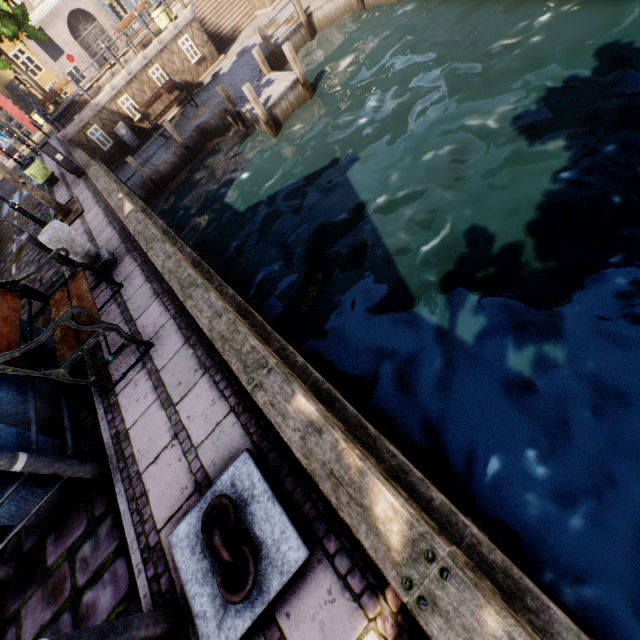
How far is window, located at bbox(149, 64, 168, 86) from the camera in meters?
14.9 m

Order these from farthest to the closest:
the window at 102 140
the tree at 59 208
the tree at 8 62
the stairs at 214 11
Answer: the stairs at 214 11 < the tree at 8 62 < the window at 102 140 < the tree at 59 208

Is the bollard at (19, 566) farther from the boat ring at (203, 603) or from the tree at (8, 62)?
the tree at (8, 62)

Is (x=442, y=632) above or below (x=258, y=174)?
above

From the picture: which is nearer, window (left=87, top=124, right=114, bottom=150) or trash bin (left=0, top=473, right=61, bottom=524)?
trash bin (left=0, top=473, right=61, bottom=524)

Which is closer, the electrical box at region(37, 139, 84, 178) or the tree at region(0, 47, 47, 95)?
the electrical box at region(37, 139, 84, 178)

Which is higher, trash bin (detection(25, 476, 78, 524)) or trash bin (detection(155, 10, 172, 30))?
trash bin (detection(155, 10, 172, 30))

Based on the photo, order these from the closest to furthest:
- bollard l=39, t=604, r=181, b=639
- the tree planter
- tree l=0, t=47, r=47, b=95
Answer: bollard l=39, t=604, r=181, b=639
the tree planter
tree l=0, t=47, r=47, b=95
